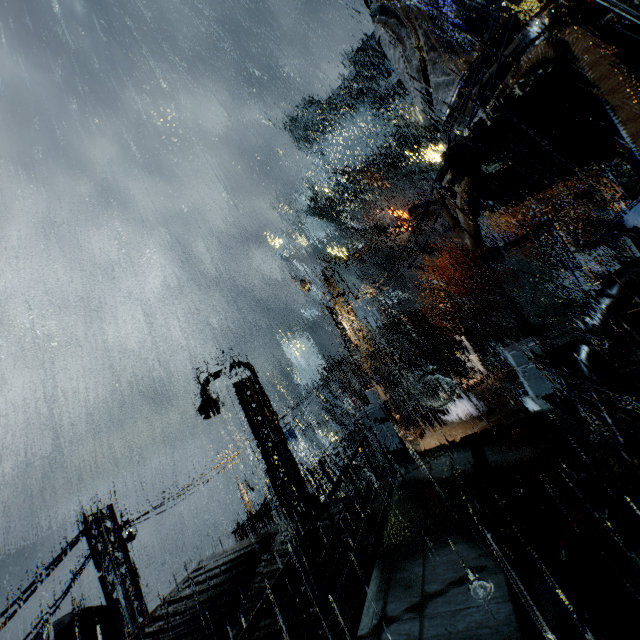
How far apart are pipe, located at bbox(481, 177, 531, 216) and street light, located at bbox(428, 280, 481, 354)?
11.5 meters

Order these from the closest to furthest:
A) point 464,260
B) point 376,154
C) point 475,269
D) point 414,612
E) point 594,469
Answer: point 414,612 → point 594,469 → point 475,269 → point 464,260 → point 376,154

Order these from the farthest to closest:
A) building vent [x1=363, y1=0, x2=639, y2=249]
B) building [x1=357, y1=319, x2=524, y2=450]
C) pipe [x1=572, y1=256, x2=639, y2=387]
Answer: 1. building [x1=357, y1=319, x2=524, y2=450]
2. pipe [x1=572, y1=256, x2=639, y2=387]
3. building vent [x1=363, y1=0, x2=639, y2=249]

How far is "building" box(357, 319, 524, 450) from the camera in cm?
1470

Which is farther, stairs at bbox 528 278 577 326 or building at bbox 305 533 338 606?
stairs at bbox 528 278 577 326

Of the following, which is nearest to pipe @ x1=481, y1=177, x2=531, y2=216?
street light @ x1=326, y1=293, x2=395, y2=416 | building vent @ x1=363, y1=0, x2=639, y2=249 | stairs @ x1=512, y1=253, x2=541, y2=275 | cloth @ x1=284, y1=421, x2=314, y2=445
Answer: building vent @ x1=363, y1=0, x2=639, y2=249

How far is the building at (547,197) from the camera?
42.5m

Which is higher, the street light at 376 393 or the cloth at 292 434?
the street light at 376 393
